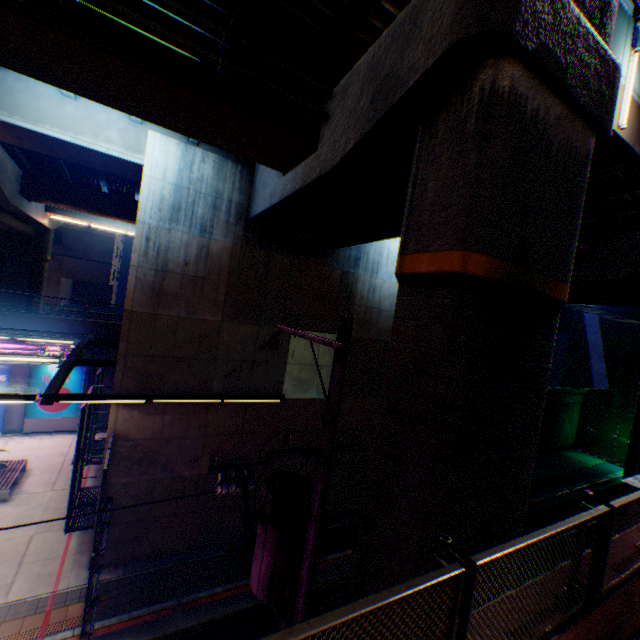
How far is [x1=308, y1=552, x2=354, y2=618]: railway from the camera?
11.86m

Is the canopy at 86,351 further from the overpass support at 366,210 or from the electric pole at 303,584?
the overpass support at 366,210

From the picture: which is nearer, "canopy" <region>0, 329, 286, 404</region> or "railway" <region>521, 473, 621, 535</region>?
"canopy" <region>0, 329, 286, 404</region>

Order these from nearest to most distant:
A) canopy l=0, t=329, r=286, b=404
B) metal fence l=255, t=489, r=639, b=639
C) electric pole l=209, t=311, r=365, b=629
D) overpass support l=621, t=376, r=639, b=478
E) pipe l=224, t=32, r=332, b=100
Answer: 1. metal fence l=255, t=489, r=639, b=639
2. electric pole l=209, t=311, r=365, b=629
3. pipe l=224, t=32, r=332, b=100
4. canopy l=0, t=329, r=286, b=404
5. overpass support l=621, t=376, r=639, b=478

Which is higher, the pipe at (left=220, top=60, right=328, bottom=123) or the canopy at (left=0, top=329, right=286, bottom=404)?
the pipe at (left=220, top=60, right=328, bottom=123)

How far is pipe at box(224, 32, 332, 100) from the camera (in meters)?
6.31

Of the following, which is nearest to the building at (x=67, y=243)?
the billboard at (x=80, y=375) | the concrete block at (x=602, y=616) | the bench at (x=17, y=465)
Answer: the billboard at (x=80, y=375)

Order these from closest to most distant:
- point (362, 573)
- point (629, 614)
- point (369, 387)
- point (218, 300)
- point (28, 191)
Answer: point (629, 614), point (362, 573), point (218, 300), point (369, 387), point (28, 191)
